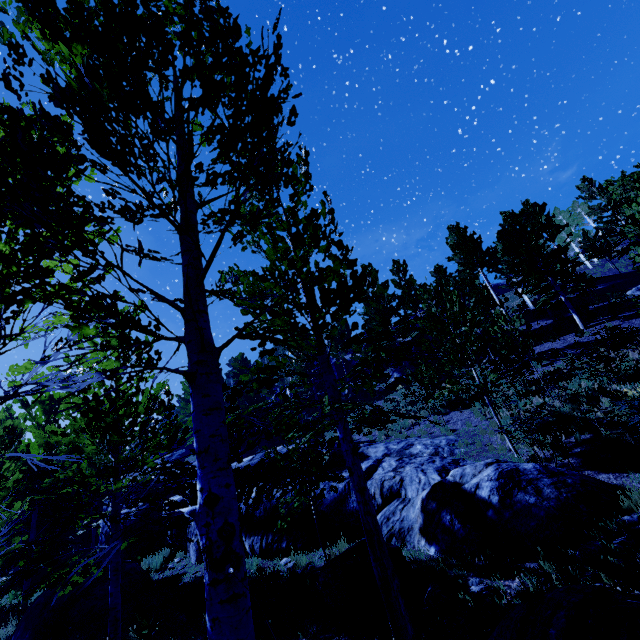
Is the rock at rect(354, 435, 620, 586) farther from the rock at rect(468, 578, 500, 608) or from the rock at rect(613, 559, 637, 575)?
the rock at rect(468, 578, 500, 608)

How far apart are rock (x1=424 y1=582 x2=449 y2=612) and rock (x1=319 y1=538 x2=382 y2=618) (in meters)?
0.46

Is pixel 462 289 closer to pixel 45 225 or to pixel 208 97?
pixel 208 97

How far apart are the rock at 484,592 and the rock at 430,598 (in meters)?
0.30

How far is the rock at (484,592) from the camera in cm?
508

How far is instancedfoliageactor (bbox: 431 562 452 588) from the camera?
5.9 meters

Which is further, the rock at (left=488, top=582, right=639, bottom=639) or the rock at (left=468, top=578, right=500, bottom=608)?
the rock at (left=468, top=578, right=500, bottom=608)

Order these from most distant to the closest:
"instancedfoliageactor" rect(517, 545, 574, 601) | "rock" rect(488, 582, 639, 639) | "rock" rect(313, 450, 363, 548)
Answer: Answer: "rock" rect(313, 450, 363, 548), "instancedfoliageactor" rect(517, 545, 574, 601), "rock" rect(488, 582, 639, 639)
